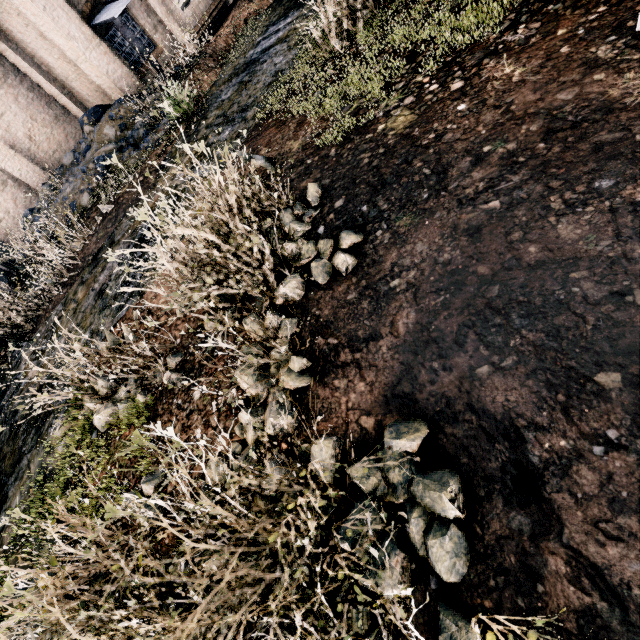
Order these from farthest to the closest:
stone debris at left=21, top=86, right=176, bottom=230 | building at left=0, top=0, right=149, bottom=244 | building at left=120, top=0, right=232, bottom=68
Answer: building at left=120, top=0, right=232, bottom=68, building at left=0, top=0, right=149, bottom=244, stone debris at left=21, top=86, right=176, bottom=230

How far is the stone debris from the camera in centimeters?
1220cm

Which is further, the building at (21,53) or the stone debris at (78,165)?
the building at (21,53)

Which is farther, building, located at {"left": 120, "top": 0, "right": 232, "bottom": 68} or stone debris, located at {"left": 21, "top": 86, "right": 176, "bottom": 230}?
building, located at {"left": 120, "top": 0, "right": 232, "bottom": 68}

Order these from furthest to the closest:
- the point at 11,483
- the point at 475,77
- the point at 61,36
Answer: the point at 61,36, the point at 11,483, the point at 475,77

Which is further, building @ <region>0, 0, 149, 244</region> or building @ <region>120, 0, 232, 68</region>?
building @ <region>120, 0, 232, 68</region>

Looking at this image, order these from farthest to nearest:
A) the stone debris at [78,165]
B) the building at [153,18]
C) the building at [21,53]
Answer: the building at [153,18] → the building at [21,53] → the stone debris at [78,165]
